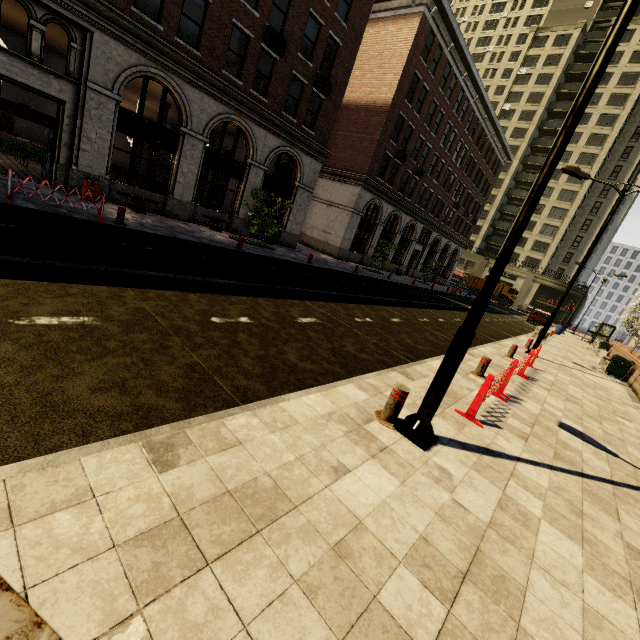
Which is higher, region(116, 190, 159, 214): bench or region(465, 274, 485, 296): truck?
region(465, 274, 485, 296): truck

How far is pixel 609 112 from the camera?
51.2 meters

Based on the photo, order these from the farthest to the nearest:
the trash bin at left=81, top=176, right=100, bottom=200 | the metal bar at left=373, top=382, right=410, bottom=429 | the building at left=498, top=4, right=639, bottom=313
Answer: the building at left=498, top=4, right=639, bottom=313
the trash bin at left=81, top=176, right=100, bottom=200
the metal bar at left=373, top=382, right=410, bottom=429

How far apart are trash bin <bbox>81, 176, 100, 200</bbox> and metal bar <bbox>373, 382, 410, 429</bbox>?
14.8m

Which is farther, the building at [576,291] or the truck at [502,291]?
the building at [576,291]

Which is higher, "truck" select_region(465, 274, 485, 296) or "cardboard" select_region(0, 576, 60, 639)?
"truck" select_region(465, 274, 485, 296)

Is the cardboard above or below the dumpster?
below

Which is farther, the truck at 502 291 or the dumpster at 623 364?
the truck at 502 291
